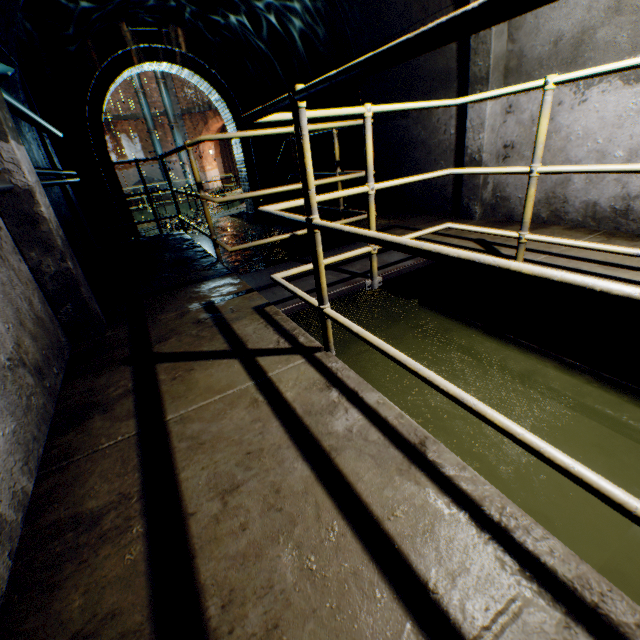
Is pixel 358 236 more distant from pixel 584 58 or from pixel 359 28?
pixel 359 28

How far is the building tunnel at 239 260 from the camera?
6.7m

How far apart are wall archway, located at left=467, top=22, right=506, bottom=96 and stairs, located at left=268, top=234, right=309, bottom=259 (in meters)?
2.30

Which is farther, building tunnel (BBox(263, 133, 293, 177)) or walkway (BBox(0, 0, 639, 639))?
building tunnel (BBox(263, 133, 293, 177))

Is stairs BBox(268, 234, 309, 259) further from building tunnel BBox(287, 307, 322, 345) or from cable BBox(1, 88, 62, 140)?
cable BBox(1, 88, 62, 140)

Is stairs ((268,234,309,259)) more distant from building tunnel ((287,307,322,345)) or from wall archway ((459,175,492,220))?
wall archway ((459,175,492,220))
